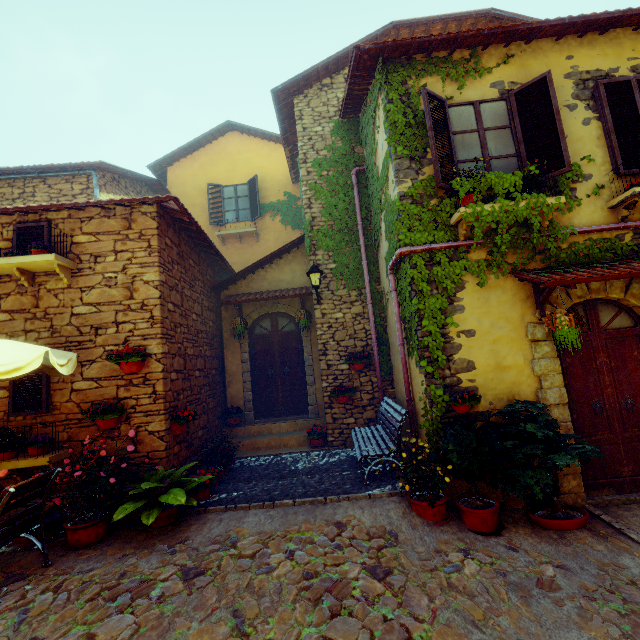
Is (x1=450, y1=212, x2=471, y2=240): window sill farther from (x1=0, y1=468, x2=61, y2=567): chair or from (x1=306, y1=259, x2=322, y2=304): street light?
(x1=0, y1=468, x2=61, y2=567): chair

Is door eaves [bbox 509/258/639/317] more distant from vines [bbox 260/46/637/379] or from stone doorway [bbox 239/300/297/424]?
stone doorway [bbox 239/300/297/424]

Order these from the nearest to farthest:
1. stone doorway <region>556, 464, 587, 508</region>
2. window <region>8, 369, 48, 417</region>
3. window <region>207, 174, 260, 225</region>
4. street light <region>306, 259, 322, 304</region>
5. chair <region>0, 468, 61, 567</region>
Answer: chair <region>0, 468, 61, 567</region>
stone doorway <region>556, 464, 587, 508</region>
window <region>8, 369, 48, 417</region>
street light <region>306, 259, 322, 304</region>
window <region>207, 174, 260, 225</region>

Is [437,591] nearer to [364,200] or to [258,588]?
[258,588]

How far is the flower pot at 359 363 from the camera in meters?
7.4

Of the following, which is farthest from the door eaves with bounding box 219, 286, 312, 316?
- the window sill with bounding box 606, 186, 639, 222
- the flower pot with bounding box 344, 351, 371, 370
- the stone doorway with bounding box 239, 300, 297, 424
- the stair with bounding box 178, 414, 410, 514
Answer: the window sill with bounding box 606, 186, 639, 222

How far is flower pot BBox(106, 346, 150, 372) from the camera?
5.0 meters

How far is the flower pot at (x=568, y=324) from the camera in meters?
4.3
